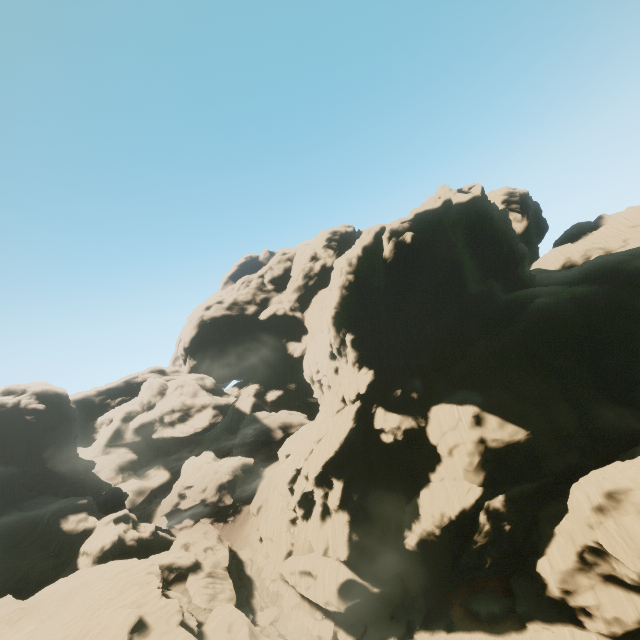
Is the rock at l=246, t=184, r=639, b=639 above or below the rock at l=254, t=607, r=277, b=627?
above

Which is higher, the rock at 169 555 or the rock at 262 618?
the rock at 169 555

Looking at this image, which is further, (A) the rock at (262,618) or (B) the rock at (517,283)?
(A) the rock at (262,618)

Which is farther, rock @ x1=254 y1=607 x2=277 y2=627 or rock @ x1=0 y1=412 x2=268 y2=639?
rock @ x1=254 y1=607 x2=277 y2=627

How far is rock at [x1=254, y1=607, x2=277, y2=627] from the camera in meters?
37.7

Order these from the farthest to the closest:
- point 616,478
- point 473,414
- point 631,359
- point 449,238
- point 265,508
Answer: point 265,508 < point 449,238 < point 473,414 < point 631,359 < point 616,478

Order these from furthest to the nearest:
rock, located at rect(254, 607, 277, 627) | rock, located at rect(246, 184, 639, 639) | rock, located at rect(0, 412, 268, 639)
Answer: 1. rock, located at rect(254, 607, 277, 627)
2. rock, located at rect(0, 412, 268, 639)
3. rock, located at rect(246, 184, 639, 639)
